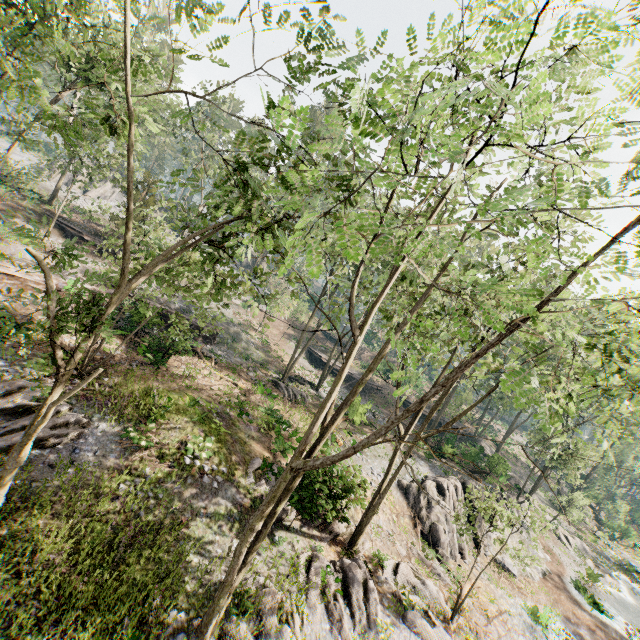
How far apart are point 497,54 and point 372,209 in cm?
671

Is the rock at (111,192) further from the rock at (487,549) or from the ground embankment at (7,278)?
the rock at (487,549)

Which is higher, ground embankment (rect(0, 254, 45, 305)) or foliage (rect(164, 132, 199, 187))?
foliage (rect(164, 132, 199, 187))

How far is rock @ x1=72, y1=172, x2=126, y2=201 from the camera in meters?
46.2 m

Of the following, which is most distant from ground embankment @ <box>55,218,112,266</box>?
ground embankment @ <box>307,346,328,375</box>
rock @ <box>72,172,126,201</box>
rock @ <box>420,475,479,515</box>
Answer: rock @ <box>420,475,479,515</box>

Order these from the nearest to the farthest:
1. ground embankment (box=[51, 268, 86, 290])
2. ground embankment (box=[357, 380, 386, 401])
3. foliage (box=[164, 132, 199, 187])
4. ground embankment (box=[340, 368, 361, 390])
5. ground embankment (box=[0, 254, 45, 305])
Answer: foliage (box=[164, 132, 199, 187])
ground embankment (box=[0, 254, 45, 305])
ground embankment (box=[51, 268, 86, 290])
ground embankment (box=[357, 380, 386, 401])
ground embankment (box=[340, 368, 361, 390])

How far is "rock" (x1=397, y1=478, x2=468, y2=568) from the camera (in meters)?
19.73

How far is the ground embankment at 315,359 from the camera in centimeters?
4161cm
